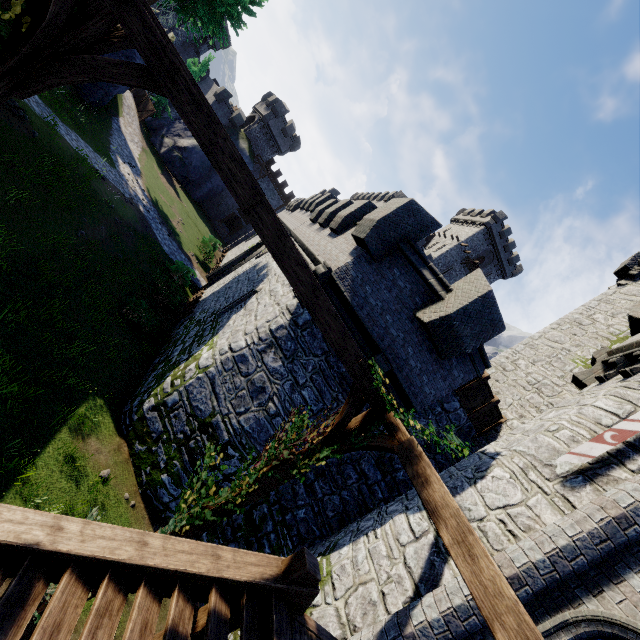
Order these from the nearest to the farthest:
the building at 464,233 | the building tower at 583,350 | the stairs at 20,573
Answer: the stairs at 20,573 < the building tower at 583,350 < the building at 464,233

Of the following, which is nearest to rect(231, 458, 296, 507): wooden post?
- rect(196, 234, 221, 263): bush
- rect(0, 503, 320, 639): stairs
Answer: rect(0, 503, 320, 639): stairs

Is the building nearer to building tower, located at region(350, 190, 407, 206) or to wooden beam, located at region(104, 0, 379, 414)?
building tower, located at region(350, 190, 407, 206)

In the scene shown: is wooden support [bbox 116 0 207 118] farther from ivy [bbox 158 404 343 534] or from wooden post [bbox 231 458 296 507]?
wooden post [bbox 231 458 296 507]

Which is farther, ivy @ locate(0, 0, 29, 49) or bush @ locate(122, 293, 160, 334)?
bush @ locate(122, 293, 160, 334)

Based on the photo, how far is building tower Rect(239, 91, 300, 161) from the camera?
45.03m

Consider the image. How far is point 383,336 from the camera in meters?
8.9

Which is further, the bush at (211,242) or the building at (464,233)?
the building at (464,233)
